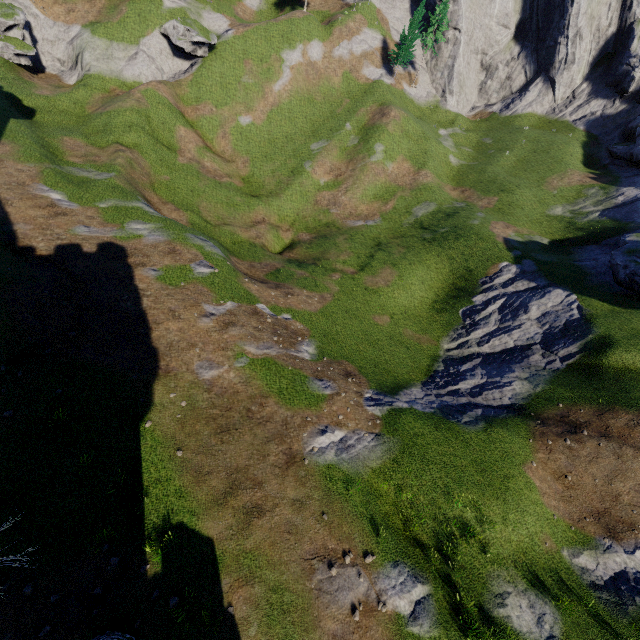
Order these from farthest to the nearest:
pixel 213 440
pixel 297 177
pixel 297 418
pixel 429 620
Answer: pixel 297 177 < pixel 297 418 < pixel 213 440 < pixel 429 620
